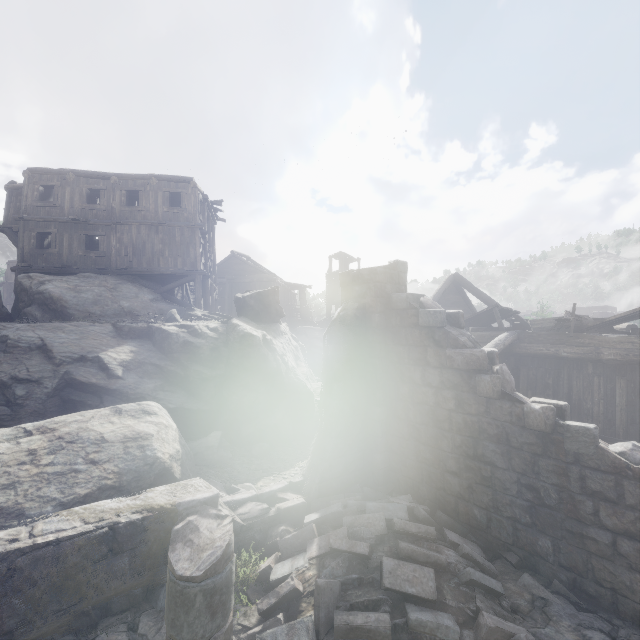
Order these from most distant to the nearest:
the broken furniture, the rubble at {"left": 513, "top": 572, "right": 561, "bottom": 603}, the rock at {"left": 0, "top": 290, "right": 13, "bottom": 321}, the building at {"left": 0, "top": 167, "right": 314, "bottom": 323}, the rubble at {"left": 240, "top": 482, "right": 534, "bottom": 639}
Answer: the building at {"left": 0, "top": 167, "right": 314, "bottom": 323}
the rock at {"left": 0, "top": 290, "right": 13, "bottom": 321}
the broken furniture
the rubble at {"left": 513, "top": 572, "right": 561, "bottom": 603}
the rubble at {"left": 240, "top": 482, "right": 534, "bottom": 639}

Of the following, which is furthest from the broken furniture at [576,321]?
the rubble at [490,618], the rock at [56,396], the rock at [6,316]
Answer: the rock at [6,316]

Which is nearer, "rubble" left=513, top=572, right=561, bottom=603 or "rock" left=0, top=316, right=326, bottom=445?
"rubble" left=513, top=572, right=561, bottom=603

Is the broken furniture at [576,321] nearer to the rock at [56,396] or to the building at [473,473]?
the building at [473,473]

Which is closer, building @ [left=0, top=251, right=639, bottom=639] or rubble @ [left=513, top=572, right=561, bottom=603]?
building @ [left=0, top=251, right=639, bottom=639]

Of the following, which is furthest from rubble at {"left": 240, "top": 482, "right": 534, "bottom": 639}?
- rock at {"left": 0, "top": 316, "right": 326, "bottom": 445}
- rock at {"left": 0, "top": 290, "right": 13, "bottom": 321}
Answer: rock at {"left": 0, "top": 290, "right": 13, "bottom": 321}

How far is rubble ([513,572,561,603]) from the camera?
4.7 meters

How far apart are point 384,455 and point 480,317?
8.06m
